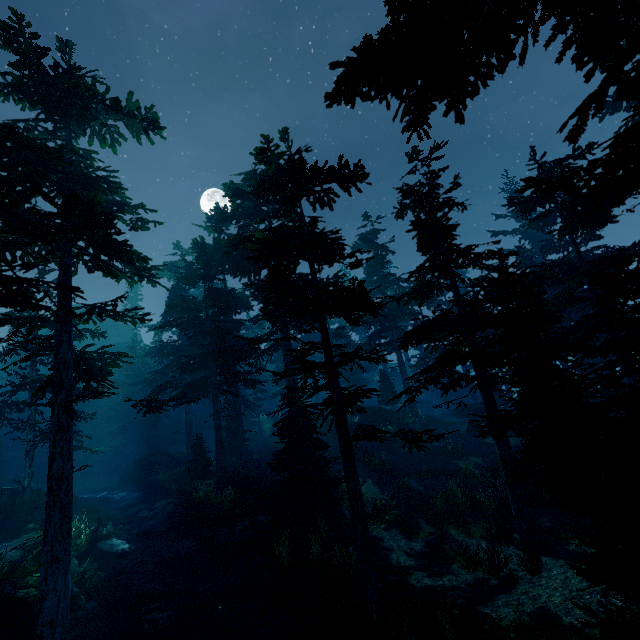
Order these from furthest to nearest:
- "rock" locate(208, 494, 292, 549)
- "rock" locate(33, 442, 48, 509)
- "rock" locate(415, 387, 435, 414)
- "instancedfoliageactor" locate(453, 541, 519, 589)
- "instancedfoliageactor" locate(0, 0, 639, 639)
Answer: "rock" locate(415, 387, 435, 414) → "rock" locate(33, 442, 48, 509) → "rock" locate(208, 494, 292, 549) → "instancedfoliageactor" locate(453, 541, 519, 589) → "instancedfoliageactor" locate(0, 0, 639, 639)

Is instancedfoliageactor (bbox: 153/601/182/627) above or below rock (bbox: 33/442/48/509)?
below

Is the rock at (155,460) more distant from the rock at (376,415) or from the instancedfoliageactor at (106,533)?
the rock at (376,415)

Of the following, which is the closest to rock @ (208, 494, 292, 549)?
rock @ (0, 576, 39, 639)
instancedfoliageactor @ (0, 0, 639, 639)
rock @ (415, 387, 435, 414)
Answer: instancedfoliageactor @ (0, 0, 639, 639)

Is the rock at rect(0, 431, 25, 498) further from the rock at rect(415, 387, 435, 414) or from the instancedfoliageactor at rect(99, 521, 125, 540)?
the rock at rect(415, 387, 435, 414)

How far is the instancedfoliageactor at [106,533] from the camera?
17.5m

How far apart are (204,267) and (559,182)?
27.53m

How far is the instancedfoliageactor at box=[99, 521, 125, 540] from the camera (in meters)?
17.48
